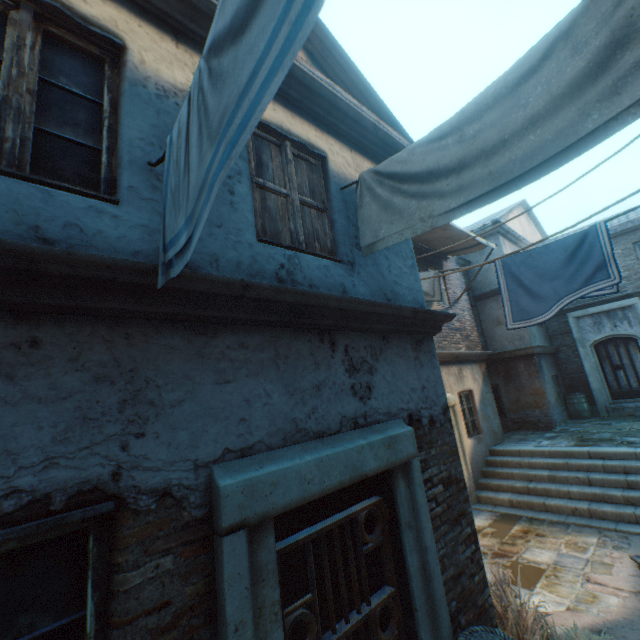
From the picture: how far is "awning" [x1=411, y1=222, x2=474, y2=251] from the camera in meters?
8.6

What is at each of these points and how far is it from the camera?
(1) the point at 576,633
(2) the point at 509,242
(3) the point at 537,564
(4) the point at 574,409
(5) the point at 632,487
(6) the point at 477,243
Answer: (1) plants, 3.6 meters
(2) building, 13.9 meters
(3) ground stones, 5.4 meters
(4) barrel, 12.5 meters
(5) stairs, 6.8 meters
(6) awning, 9.8 meters

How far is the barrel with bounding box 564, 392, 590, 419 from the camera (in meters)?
12.38

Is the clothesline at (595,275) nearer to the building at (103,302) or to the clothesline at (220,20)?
the building at (103,302)

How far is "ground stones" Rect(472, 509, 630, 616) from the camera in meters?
4.4 m

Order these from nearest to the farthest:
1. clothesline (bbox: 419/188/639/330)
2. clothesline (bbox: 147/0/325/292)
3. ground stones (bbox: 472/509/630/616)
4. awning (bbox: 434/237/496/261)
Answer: clothesline (bbox: 147/0/325/292), ground stones (bbox: 472/509/630/616), clothesline (bbox: 419/188/639/330), awning (bbox: 434/237/496/261)

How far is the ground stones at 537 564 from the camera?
4.4m

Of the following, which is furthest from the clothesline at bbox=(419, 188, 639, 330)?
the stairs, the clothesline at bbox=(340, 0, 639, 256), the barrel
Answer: the barrel
